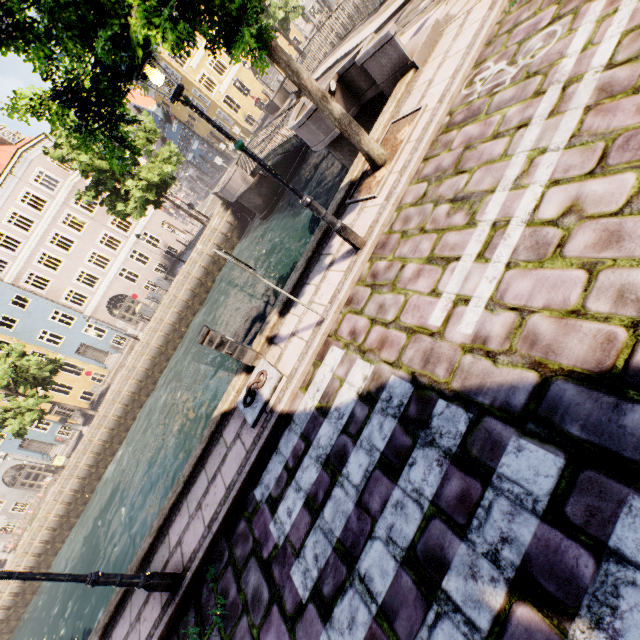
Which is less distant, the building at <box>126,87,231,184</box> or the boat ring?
the boat ring

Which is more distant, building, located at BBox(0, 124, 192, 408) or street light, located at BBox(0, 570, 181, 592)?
building, located at BBox(0, 124, 192, 408)

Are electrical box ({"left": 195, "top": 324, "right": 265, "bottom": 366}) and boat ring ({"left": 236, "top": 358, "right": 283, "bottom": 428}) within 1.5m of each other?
yes

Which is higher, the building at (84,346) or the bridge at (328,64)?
the building at (84,346)

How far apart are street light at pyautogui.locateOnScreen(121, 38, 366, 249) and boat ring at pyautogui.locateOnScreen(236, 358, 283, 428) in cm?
244

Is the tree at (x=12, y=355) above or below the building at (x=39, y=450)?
above

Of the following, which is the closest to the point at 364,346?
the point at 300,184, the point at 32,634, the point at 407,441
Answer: the point at 407,441

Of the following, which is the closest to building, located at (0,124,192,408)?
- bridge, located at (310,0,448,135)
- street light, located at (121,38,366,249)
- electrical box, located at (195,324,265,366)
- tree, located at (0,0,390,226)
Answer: tree, located at (0,0,390,226)
